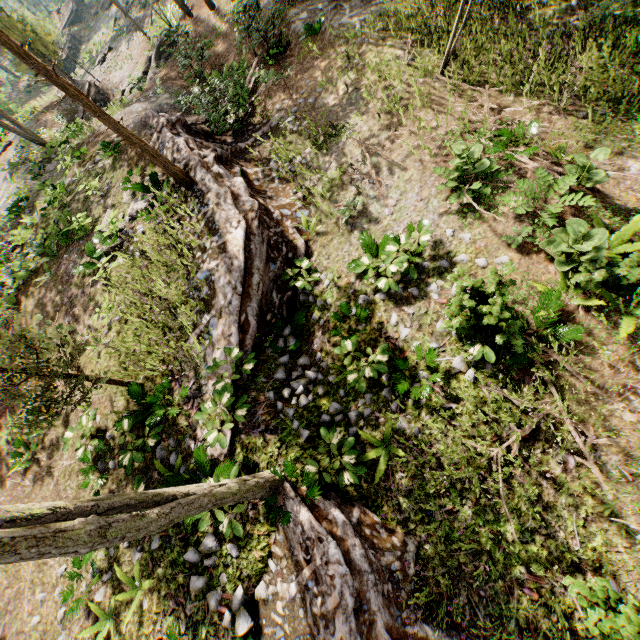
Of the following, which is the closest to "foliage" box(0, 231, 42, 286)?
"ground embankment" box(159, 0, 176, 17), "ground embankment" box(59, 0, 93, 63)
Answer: "ground embankment" box(159, 0, 176, 17)

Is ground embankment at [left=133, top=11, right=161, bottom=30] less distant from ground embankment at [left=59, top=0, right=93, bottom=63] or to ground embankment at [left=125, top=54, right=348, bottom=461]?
ground embankment at [left=59, top=0, right=93, bottom=63]

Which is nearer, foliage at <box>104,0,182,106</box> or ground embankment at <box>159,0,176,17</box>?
foliage at <box>104,0,182,106</box>

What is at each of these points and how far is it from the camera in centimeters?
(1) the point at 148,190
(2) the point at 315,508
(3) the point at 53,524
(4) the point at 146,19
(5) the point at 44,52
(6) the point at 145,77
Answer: (1) foliage, 1166cm
(2) ground embankment, 670cm
(3) foliage, 327cm
(4) ground embankment, 2808cm
(5) foliage, 2308cm
(6) foliage, 2153cm

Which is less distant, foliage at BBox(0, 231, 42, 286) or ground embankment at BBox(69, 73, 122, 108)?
foliage at BBox(0, 231, 42, 286)

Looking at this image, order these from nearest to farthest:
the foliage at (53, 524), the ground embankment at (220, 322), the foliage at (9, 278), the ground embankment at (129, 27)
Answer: the foliage at (53, 524), the ground embankment at (220, 322), the foliage at (9, 278), the ground embankment at (129, 27)

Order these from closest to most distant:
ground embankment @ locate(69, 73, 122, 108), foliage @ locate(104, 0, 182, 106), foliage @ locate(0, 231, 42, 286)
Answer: foliage @ locate(0, 231, 42, 286)
foliage @ locate(104, 0, 182, 106)
ground embankment @ locate(69, 73, 122, 108)

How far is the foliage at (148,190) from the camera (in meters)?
10.95
